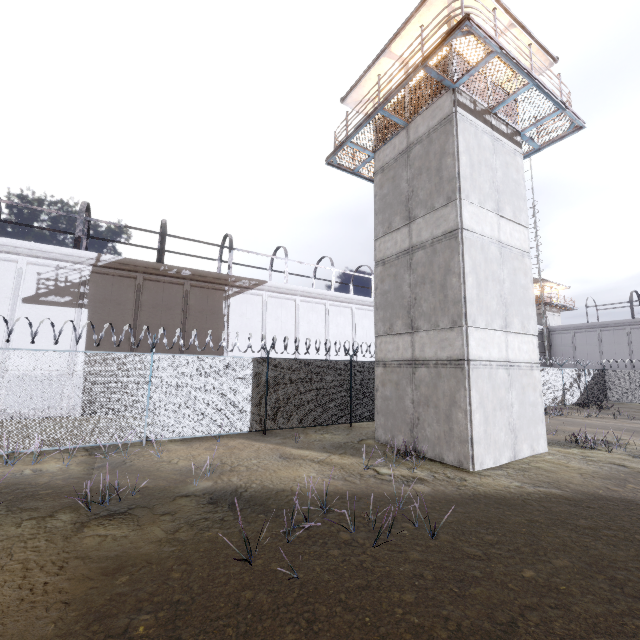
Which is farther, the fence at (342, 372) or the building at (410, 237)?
the fence at (342, 372)

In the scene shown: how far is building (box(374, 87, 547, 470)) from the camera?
9.47m

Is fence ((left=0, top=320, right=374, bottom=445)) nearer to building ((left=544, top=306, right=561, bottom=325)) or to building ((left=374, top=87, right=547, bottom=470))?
building ((left=374, top=87, right=547, bottom=470))

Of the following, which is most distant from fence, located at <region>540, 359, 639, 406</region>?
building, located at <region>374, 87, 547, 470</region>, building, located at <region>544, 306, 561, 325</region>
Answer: building, located at <region>544, 306, 561, 325</region>

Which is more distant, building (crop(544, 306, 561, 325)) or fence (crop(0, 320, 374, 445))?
building (crop(544, 306, 561, 325))

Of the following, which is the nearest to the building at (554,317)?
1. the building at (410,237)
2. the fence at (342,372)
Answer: the fence at (342,372)

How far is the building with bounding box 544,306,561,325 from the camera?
40.8m

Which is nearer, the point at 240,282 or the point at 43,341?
the point at 43,341
